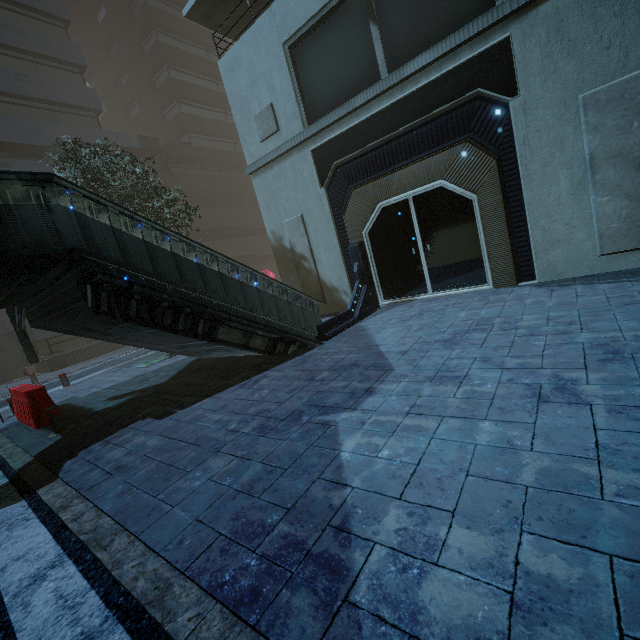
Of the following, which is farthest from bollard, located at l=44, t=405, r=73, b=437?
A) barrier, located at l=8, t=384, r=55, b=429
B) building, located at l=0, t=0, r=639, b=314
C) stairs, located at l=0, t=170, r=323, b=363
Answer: building, located at l=0, t=0, r=639, b=314

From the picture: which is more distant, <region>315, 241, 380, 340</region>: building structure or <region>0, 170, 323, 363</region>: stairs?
<region>315, 241, 380, 340</region>: building structure

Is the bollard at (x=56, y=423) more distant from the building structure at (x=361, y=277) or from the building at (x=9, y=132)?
the building at (x=9, y=132)

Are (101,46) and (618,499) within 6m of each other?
no

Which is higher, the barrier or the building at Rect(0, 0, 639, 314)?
the building at Rect(0, 0, 639, 314)

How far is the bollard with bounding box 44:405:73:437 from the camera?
6.6m

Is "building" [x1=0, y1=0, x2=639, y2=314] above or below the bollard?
above

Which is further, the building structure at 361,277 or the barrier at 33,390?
the building structure at 361,277
